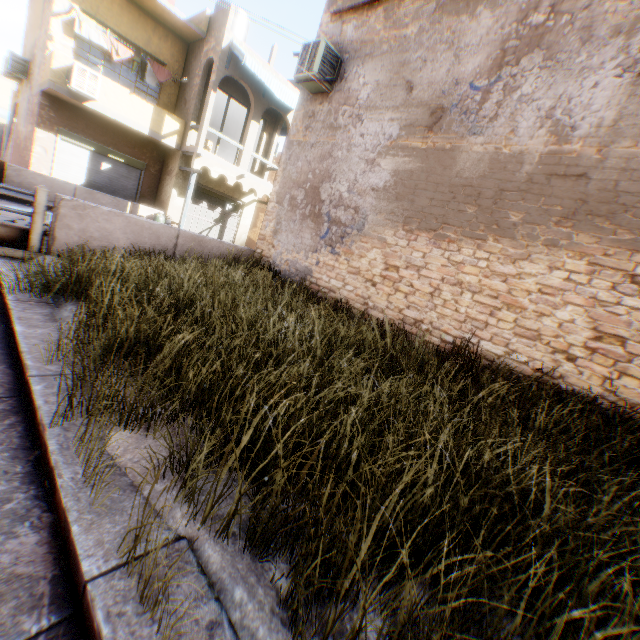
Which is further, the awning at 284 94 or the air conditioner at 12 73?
the air conditioner at 12 73

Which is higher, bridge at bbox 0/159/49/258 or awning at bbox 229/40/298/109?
awning at bbox 229/40/298/109

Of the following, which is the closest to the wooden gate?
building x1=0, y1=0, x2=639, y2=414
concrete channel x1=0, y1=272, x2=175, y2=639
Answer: building x1=0, y1=0, x2=639, y2=414

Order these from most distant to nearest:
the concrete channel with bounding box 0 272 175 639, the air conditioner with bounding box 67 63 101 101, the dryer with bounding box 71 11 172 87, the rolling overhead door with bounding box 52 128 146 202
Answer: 1. the rolling overhead door with bounding box 52 128 146 202
2. the dryer with bounding box 71 11 172 87
3. the air conditioner with bounding box 67 63 101 101
4. the concrete channel with bounding box 0 272 175 639

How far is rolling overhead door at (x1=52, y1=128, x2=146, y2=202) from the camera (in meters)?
13.61

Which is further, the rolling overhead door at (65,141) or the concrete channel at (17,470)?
the rolling overhead door at (65,141)

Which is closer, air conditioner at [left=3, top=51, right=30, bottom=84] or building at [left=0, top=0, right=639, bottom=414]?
building at [left=0, top=0, right=639, bottom=414]

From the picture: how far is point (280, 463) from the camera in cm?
183
